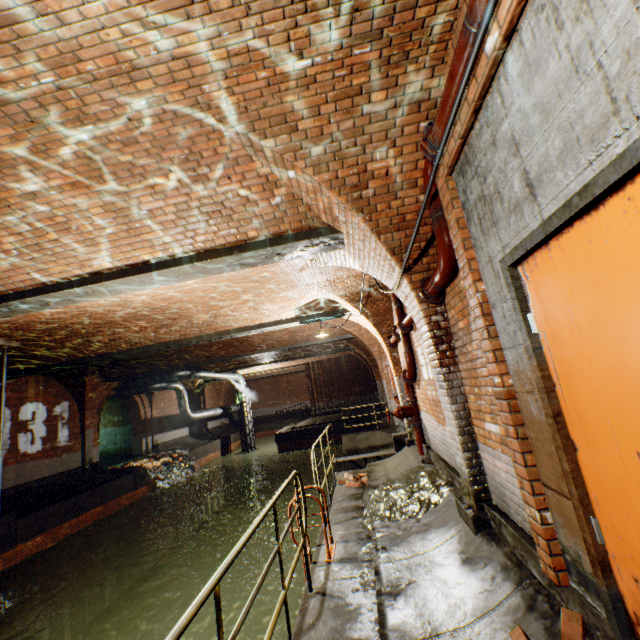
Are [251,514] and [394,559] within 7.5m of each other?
no

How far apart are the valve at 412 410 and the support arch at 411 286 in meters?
3.0

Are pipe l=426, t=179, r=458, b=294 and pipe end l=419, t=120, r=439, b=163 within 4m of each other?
yes

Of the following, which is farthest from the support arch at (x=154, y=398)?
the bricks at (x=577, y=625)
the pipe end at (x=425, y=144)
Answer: the bricks at (x=577, y=625)

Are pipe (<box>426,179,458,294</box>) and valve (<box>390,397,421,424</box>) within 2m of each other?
no

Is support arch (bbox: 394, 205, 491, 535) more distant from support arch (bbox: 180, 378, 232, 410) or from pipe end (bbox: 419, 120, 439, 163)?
support arch (bbox: 180, 378, 232, 410)

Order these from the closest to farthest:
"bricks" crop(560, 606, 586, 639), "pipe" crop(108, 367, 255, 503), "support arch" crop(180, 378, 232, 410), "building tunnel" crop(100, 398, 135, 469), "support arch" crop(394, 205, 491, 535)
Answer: "bricks" crop(560, 606, 586, 639), "support arch" crop(394, 205, 491, 535), "pipe" crop(108, 367, 255, 503), "building tunnel" crop(100, 398, 135, 469), "support arch" crop(180, 378, 232, 410)

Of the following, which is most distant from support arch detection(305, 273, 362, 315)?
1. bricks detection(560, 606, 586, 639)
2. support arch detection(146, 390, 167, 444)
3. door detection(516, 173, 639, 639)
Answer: bricks detection(560, 606, 586, 639)
